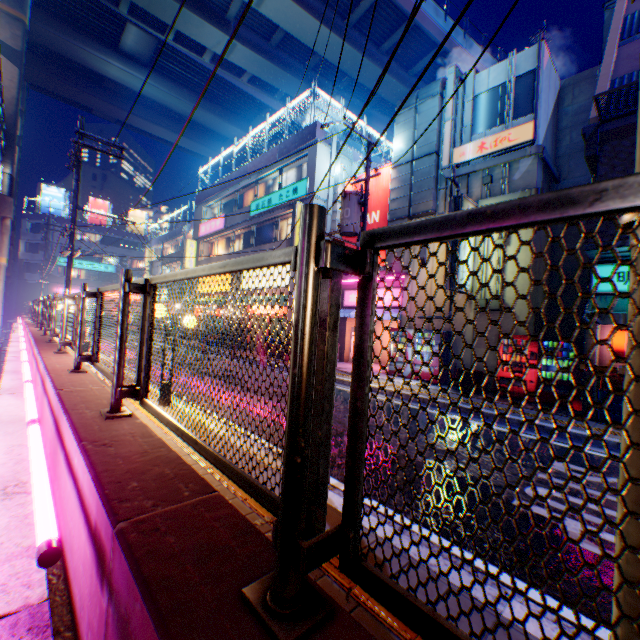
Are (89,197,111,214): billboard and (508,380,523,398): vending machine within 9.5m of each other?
no

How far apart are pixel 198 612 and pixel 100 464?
1.3 meters

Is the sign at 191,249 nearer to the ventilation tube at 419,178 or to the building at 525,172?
the ventilation tube at 419,178

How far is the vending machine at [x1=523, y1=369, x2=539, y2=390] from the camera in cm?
994

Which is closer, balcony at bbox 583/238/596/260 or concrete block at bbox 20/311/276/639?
concrete block at bbox 20/311/276/639

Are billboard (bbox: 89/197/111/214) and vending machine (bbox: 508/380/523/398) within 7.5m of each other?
no

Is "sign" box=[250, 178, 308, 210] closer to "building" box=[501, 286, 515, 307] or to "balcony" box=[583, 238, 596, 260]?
"building" box=[501, 286, 515, 307]

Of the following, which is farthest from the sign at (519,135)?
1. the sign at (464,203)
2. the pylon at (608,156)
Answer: the pylon at (608,156)
